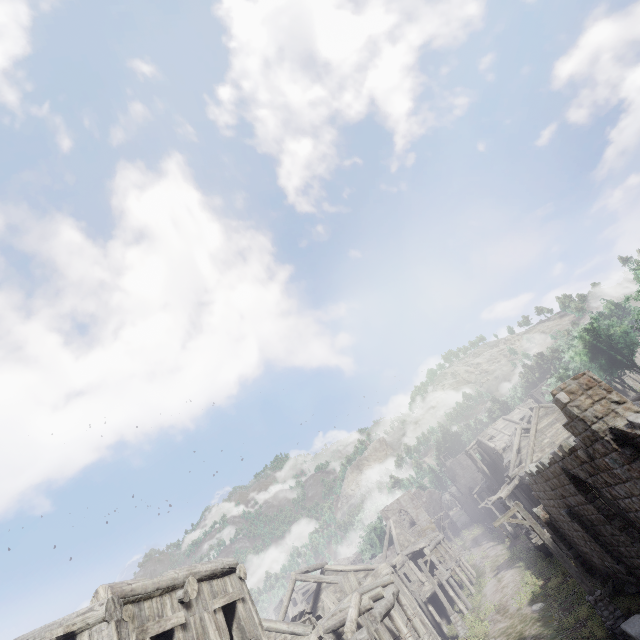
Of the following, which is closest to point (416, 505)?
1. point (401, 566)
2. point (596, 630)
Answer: point (401, 566)

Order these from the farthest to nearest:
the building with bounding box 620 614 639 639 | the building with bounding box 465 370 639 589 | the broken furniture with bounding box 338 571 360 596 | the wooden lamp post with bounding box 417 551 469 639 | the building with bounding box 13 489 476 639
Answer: the wooden lamp post with bounding box 417 551 469 639 < the broken furniture with bounding box 338 571 360 596 < the building with bounding box 620 614 639 639 < the building with bounding box 465 370 639 589 < the building with bounding box 13 489 476 639

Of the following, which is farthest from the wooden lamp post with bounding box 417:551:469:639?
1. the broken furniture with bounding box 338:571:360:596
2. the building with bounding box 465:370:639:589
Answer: the broken furniture with bounding box 338:571:360:596

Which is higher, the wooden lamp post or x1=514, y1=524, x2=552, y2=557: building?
x1=514, y1=524, x2=552, y2=557: building

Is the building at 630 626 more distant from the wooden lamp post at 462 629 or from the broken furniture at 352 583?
the wooden lamp post at 462 629

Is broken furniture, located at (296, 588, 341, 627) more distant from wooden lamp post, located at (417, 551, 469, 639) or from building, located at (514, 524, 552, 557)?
wooden lamp post, located at (417, 551, 469, 639)
